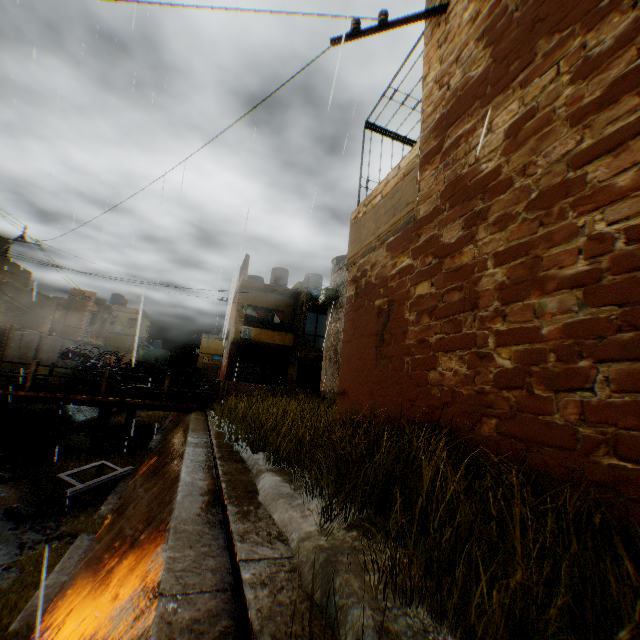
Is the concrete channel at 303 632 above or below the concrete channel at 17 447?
above

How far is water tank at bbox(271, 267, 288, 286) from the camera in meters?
29.0

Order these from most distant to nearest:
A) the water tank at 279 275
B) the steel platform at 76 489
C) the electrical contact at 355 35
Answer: the water tank at 279 275, the steel platform at 76 489, the electrical contact at 355 35

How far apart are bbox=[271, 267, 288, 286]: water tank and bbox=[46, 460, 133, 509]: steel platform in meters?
19.8

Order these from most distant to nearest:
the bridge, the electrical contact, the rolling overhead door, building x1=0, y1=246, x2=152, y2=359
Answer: the rolling overhead door
building x1=0, y1=246, x2=152, y2=359
the bridge
the electrical contact

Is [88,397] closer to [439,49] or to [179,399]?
[179,399]

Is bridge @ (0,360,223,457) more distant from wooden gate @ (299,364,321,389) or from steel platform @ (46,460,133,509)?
wooden gate @ (299,364,321,389)

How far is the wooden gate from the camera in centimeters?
2575cm
